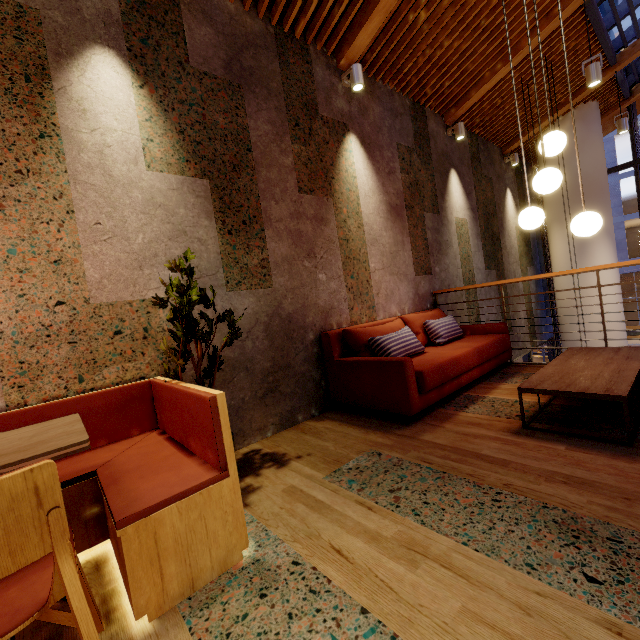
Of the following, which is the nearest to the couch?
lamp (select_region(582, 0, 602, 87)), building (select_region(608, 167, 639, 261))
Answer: lamp (select_region(582, 0, 602, 87))

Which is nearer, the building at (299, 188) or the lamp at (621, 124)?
the building at (299, 188)

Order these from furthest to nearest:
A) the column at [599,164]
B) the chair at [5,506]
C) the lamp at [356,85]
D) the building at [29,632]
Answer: the column at [599,164]
the lamp at [356,85]
the building at [29,632]
the chair at [5,506]

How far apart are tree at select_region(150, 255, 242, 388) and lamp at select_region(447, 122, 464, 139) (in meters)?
5.52

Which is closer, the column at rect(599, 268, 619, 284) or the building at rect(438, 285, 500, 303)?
the building at rect(438, 285, 500, 303)

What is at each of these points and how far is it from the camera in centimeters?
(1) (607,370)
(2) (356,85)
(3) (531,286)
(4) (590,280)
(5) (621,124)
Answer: (1) coffee table, 248cm
(2) lamp, 391cm
(3) building, 811cm
(4) column, 709cm
(5) lamp, 597cm

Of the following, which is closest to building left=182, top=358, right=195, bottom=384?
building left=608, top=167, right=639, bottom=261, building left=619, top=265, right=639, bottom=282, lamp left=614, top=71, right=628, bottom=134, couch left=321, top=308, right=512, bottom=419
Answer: couch left=321, top=308, right=512, bottom=419

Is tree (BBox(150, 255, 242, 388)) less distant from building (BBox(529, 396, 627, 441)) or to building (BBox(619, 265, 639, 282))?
building (BBox(529, 396, 627, 441))
